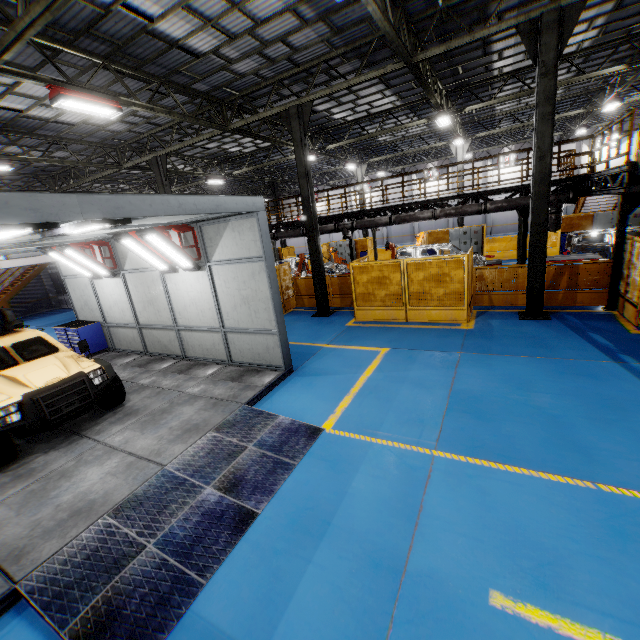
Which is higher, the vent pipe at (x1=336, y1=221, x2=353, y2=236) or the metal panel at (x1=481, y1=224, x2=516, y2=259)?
the vent pipe at (x1=336, y1=221, x2=353, y2=236)

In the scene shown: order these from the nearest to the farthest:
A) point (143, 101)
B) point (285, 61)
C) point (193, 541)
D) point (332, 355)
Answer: point (193, 541) → point (332, 355) → point (285, 61) → point (143, 101)

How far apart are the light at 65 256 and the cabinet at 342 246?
19.01m

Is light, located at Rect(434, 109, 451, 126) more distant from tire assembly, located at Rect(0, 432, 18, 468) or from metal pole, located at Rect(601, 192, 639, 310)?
tire assembly, located at Rect(0, 432, 18, 468)

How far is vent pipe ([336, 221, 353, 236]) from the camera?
16.56m

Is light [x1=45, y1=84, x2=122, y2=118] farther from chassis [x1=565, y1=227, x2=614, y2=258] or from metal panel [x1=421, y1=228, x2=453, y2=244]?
chassis [x1=565, y1=227, x2=614, y2=258]

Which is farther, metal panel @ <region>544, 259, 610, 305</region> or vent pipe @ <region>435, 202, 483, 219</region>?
vent pipe @ <region>435, 202, 483, 219</region>

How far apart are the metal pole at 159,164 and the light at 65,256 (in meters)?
6.13
